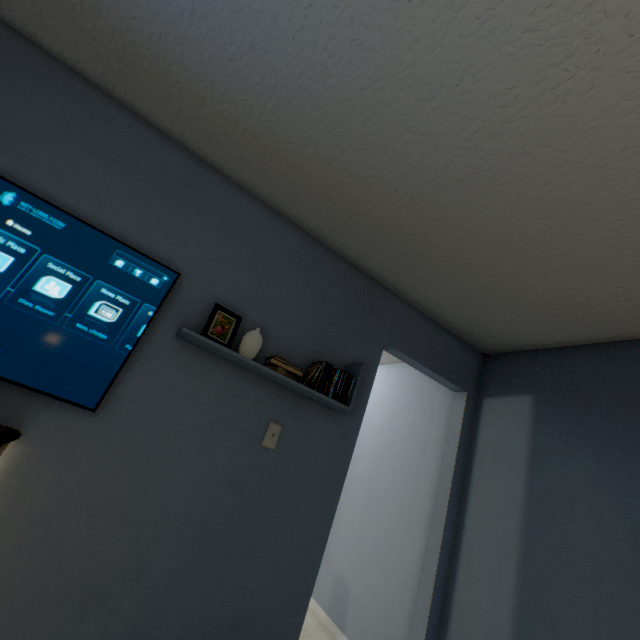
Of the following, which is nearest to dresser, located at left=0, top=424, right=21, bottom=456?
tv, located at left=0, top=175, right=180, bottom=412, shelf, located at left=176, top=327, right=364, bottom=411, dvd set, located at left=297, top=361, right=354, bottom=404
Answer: tv, located at left=0, top=175, right=180, bottom=412

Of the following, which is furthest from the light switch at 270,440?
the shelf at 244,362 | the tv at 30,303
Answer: the tv at 30,303

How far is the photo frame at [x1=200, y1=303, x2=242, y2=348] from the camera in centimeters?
156cm

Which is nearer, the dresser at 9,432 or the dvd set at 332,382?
the dresser at 9,432

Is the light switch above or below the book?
below

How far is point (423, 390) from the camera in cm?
317

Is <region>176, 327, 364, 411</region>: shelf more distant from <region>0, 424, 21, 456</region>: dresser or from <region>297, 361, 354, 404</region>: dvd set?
<region>0, 424, 21, 456</region>: dresser

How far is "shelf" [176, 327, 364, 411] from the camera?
1.51m
